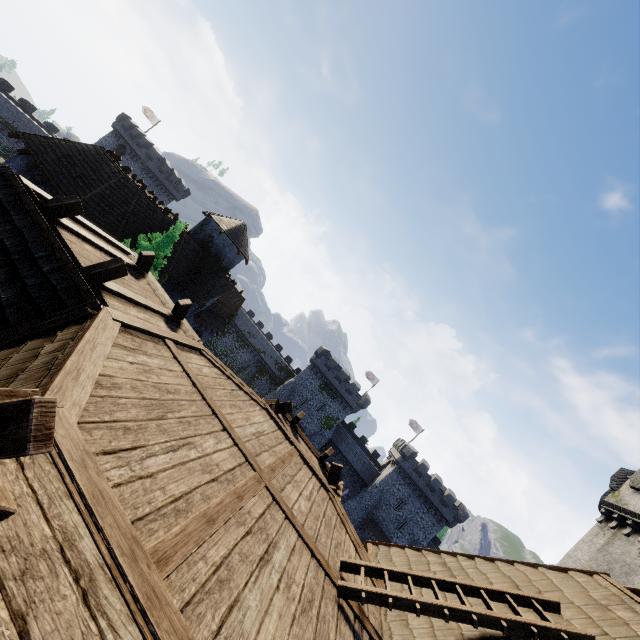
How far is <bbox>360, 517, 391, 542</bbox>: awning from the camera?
44.3 meters

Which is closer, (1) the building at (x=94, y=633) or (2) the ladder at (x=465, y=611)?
(1) the building at (x=94, y=633)

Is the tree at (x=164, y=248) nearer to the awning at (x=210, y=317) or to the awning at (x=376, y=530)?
the awning at (x=210, y=317)

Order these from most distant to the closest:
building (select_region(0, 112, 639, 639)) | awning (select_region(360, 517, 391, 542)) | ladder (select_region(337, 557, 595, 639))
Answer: awning (select_region(360, 517, 391, 542))
ladder (select_region(337, 557, 595, 639))
building (select_region(0, 112, 639, 639))

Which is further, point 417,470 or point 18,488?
point 417,470

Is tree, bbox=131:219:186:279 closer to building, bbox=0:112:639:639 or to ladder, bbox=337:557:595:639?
building, bbox=0:112:639:639

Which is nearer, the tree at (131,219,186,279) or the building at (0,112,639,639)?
the building at (0,112,639,639)

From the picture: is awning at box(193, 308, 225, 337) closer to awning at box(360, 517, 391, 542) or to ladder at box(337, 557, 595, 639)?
ladder at box(337, 557, 595, 639)
